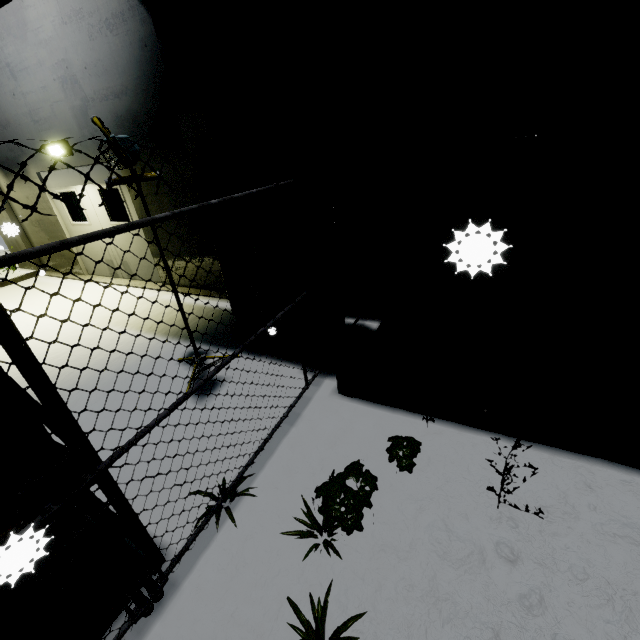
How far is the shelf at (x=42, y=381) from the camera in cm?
140

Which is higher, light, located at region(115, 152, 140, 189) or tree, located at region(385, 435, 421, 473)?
light, located at region(115, 152, 140, 189)

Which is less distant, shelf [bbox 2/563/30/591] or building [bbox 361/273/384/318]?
shelf [bbox 2/563/30/591]

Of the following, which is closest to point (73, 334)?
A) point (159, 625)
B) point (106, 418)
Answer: point (106, 418)

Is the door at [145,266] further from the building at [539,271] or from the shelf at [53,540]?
the shelf at [53,540]

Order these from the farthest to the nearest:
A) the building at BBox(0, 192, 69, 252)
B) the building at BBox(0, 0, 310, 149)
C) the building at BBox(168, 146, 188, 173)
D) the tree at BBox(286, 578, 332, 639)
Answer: the building at BBox(0, 192, 69, 252)
the building at BBox(168, 146, 188, 173)
the building at BBox(0, 0, 310, 149)
the tree at BBox(286, 578, 332, 639)

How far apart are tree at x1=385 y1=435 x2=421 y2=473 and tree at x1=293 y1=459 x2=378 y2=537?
0.22m

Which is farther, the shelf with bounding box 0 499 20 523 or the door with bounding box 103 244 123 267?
the door with bounding box 103 244 123 267
